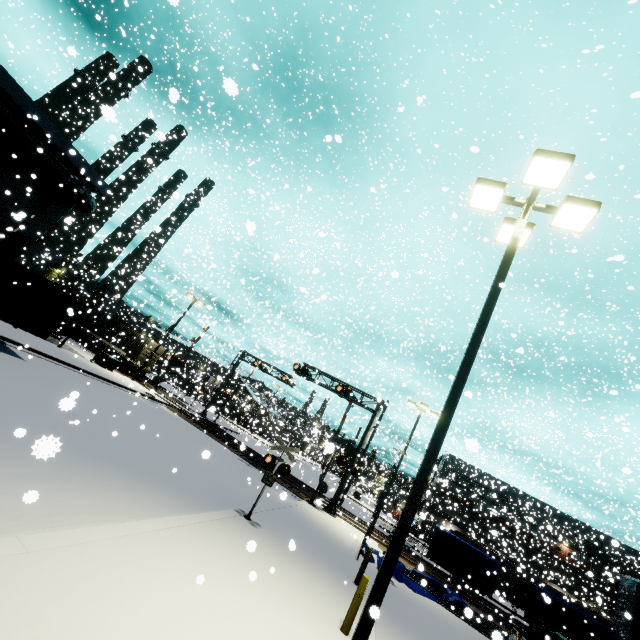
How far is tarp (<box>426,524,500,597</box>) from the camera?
19.1 meters

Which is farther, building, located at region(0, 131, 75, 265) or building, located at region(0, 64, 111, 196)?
building, located at region(0, 131, 75, 265)

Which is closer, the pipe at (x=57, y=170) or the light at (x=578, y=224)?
the light at (x=578, y=224)

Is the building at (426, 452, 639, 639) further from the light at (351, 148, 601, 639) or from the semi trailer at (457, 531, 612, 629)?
the light at (351, 148, 601, 639)

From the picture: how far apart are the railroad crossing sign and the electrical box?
22.0m

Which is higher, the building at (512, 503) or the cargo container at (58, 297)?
the building at (512, 503)

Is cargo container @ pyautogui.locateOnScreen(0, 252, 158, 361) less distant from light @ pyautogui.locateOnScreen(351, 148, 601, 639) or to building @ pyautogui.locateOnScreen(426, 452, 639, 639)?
building @ pyautogui.locateOnScreen(426, 452, 639, 639)

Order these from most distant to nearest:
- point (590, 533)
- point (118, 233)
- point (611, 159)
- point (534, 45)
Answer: point (590, 533), point (534, 45), point (118, 233), point (611, 159)
